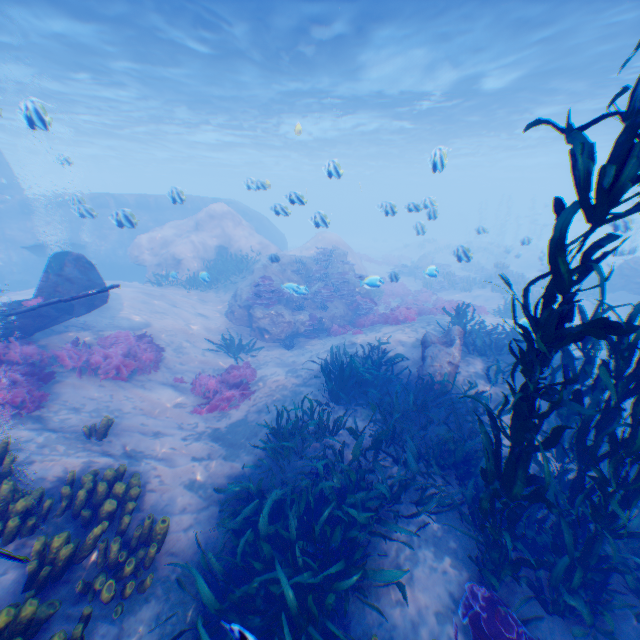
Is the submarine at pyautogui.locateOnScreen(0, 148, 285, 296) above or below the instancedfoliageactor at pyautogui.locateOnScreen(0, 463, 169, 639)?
above

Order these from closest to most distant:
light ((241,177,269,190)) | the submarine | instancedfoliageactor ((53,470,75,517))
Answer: instancedfoliageactor ((53,470,75,517)) → light ((241,177,269,190)) → the submarine

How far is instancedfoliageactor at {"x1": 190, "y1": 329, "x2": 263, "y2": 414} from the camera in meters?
9.3

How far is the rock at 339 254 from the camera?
17.2m

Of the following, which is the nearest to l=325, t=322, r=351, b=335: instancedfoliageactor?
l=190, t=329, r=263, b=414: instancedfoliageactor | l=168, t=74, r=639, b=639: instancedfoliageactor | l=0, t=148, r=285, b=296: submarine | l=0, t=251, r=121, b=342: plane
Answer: l=168, t=74, r=639, b=639: instancedfoliageactor

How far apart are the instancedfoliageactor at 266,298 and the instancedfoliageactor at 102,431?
7.8m

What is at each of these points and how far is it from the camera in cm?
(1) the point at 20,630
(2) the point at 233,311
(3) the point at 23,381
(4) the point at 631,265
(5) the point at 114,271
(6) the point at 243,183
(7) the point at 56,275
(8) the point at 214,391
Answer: (1) instancedfoliageactor, 334
(2) rock, 1533
(3) instancedfoliageactor, 684
(4) rock, 1648
(5) submarine, 2272
(6) light, 1219
(7) plane, 895
(8) instancedfoliageactor, 956

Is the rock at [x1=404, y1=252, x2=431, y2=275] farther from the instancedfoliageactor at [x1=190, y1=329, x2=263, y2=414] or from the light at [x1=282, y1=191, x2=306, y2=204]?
the instancedfoliageactor at [x1=190, y1=329, x2=263, y2=414]
